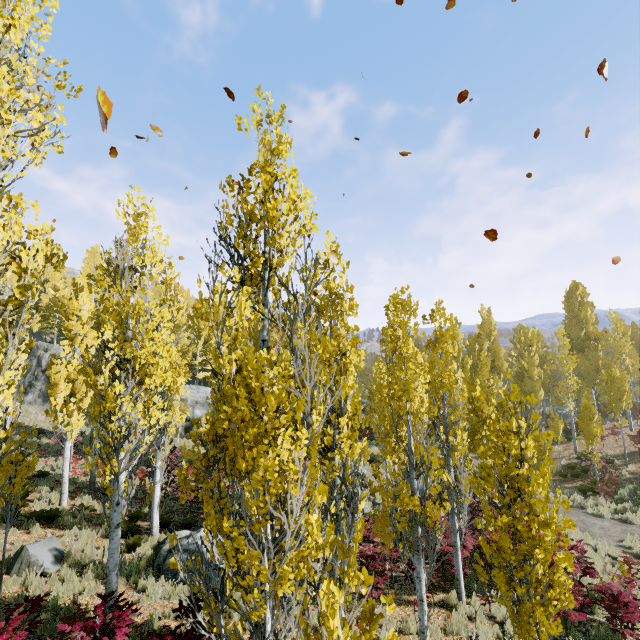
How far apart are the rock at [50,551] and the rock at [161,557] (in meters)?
2.66

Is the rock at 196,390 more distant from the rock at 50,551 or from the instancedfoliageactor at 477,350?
the rock at 50,551

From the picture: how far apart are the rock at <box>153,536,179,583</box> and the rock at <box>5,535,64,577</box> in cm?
266

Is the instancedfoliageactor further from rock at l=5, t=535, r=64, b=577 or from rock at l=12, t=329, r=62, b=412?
rock at l=5, t=535, r=64, b=577

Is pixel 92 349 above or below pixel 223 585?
above

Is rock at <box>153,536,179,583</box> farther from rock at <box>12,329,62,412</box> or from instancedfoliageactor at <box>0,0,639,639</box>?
rock at <box>12,329,62,412</box>

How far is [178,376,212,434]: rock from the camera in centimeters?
2977cm
